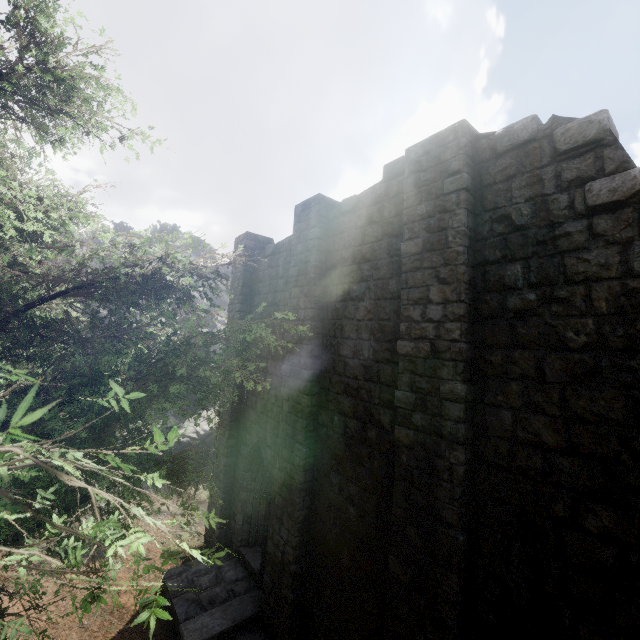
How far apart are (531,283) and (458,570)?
4.7m
